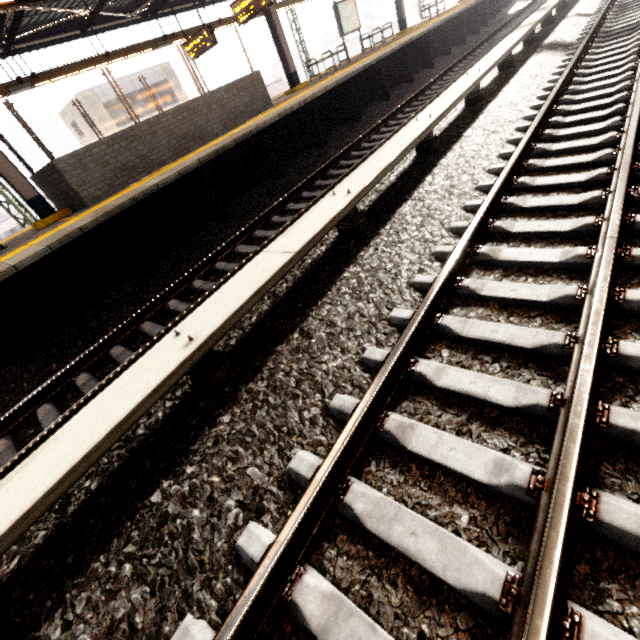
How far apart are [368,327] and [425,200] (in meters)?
2.20

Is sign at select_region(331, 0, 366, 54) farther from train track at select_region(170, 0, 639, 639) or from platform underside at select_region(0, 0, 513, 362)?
train track at select_region(170, 0, 639, 639)

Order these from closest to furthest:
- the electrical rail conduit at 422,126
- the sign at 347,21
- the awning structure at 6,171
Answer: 1. the electrical rail conduit at 422,126
2. the awning structure at 6,171
3. the sign at 347,21

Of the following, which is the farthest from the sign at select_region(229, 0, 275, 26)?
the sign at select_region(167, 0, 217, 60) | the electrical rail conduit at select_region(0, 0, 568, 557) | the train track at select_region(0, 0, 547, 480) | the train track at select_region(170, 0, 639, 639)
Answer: the train track at select_region(170, 0, 639, 639)

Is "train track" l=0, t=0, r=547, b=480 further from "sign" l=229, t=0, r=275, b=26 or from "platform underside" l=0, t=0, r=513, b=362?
"sign" l=229, t=0, r=275, b=26

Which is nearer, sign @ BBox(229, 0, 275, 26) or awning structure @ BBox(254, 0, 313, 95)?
sign @ BBox(229, 0, 275, 26)

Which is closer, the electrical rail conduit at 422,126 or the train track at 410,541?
the train track at 410,541

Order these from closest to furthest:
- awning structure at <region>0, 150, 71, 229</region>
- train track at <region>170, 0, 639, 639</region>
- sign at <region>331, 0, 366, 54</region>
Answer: train track at <region>170, 0, 639, 639</region>, awning structure at <region>0, 150, 71, 229</region>, sign at <region>331, 0, 366, 54</region>
